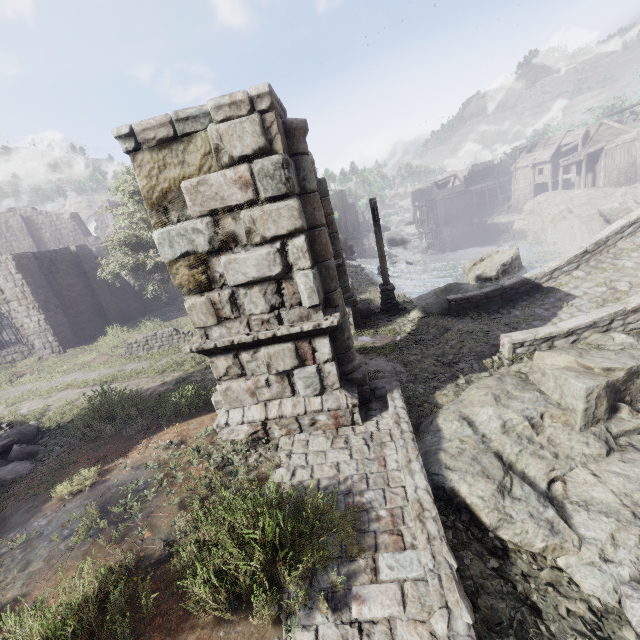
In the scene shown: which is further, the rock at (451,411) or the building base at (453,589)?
the rock at (451,411)

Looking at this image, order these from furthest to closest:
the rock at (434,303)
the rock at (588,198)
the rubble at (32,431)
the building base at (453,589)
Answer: the rock at (588,198) < the rock at (434,303) < the rubble at (32,431) < the building base at (453,589)

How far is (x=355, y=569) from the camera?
4.0 meters

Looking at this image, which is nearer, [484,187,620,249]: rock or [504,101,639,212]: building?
[484,187,620,249]: rock

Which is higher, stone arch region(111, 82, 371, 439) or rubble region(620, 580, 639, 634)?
stone arch region(111, 82, 371, 439)

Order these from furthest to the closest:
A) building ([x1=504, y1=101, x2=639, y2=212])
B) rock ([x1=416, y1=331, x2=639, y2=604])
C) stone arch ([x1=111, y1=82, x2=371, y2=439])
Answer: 1. building ([x1=504, y1=101, x2=639, y2=212])
2. stone arch ([x1=111, y1=82, x2=371, y2=439])
3. rock ([x1=416, y1=331, x2=639, y2=604])

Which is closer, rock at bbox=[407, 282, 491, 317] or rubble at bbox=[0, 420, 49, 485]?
rubble at bbox=[0, 420, 49, 485]

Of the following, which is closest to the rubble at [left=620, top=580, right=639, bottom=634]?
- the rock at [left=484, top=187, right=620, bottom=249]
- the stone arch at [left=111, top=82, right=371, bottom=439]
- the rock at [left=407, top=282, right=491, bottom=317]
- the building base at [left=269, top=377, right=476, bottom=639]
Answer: the building base at [left=269, top=377, right=476, bottom=639]
